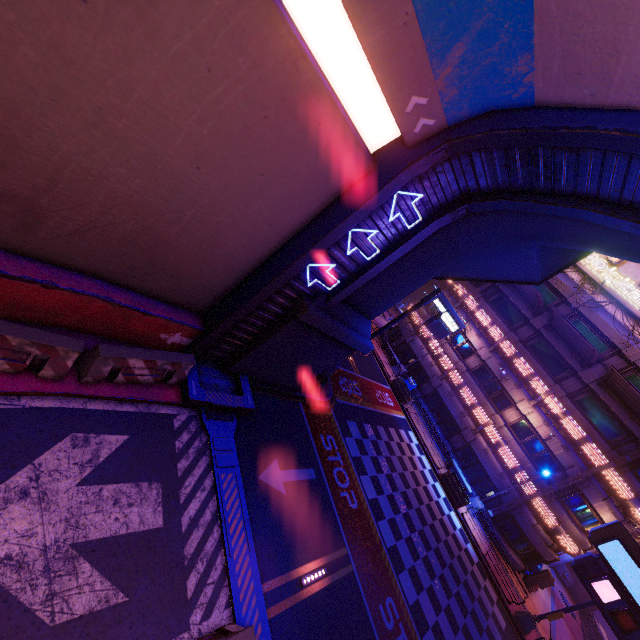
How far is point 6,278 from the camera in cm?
583

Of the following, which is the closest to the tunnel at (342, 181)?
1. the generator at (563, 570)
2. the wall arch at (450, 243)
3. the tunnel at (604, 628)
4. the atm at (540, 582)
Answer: the wall arch at (450, 243)

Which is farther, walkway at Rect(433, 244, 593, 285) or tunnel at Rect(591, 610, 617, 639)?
tunnel at Rect(591, 610, 617, 639)

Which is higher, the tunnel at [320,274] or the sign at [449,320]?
the sign at [449,320]

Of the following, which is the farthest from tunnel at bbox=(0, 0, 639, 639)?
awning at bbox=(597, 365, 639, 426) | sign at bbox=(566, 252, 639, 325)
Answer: sign at bbox=(566, 252, 639, 325)

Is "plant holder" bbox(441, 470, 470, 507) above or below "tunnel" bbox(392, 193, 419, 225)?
below

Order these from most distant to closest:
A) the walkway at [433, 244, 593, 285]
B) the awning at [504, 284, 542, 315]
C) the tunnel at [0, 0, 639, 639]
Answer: the awning at [504, 284, 542, 315], the walkway at [433, 244, 593, 285], the tunnel at [0, 0, 639, 639]

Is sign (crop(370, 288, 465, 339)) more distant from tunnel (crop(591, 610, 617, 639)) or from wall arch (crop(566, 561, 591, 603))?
tunnel (crop(591, 610, 617, 639))
